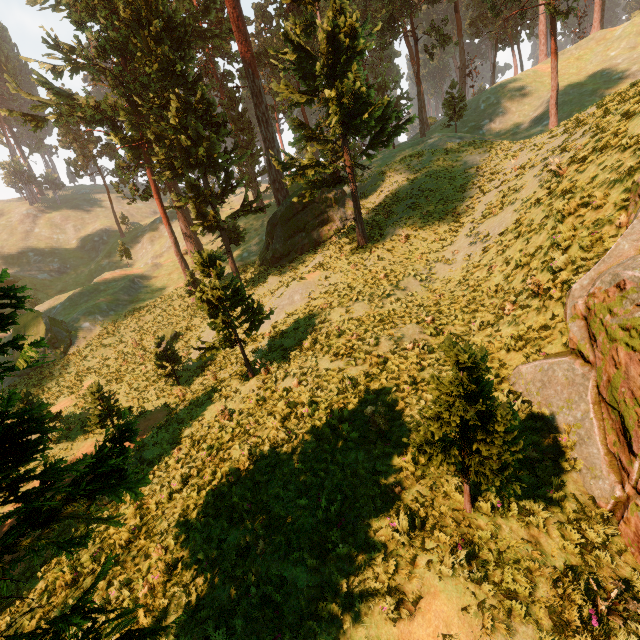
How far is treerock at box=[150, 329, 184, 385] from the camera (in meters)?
20.11

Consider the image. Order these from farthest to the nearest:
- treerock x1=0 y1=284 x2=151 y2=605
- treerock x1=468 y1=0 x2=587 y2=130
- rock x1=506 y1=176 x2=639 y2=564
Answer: treerock x1=468 y1=0 x2=587 y2=130
rock x1=506 y1=176 x2=639 y2=564
treerock x1=0 y1=284 x2=151 y2=605

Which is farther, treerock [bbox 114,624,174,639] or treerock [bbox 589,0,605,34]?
treerock [bbox 589,0,605,34]

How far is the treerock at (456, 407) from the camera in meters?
5.0 m

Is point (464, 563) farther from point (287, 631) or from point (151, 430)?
point (151, 430)

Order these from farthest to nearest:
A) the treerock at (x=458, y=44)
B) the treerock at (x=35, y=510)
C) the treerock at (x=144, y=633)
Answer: the treerock at (x=458, y=44)
the treerock at (x=144, y=633)
the treerock at (x=35, y=510)
